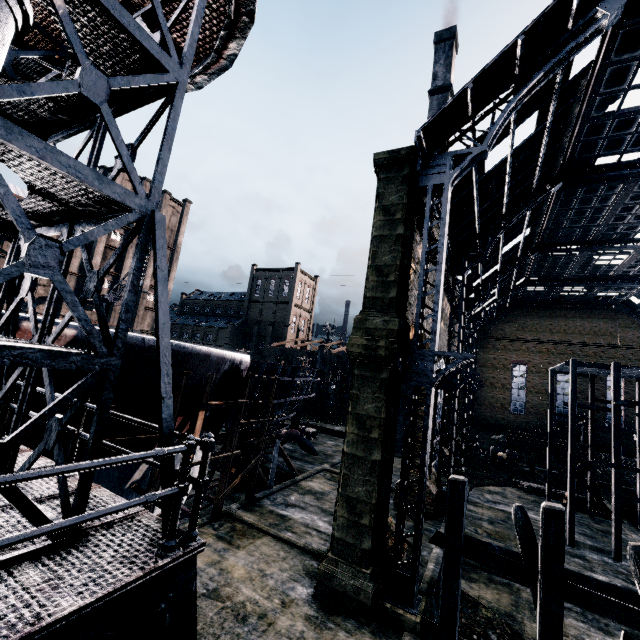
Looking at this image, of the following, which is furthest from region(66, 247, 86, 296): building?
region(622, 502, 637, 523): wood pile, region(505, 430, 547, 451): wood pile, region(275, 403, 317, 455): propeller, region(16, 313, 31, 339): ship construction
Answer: region(622, 502, 637, 523): wood pile

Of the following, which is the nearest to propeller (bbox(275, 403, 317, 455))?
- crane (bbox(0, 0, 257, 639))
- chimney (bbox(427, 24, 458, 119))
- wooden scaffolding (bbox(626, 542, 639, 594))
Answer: wooden scaffolding (bbox(626, 542, 639, 594))

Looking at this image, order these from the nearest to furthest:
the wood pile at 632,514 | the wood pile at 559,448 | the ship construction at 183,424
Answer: the ship construction at 183,424
the wood pile at 632,514
the wood pile at 559,448

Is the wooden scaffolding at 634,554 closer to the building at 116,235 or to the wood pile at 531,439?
the wood pile at 531,439

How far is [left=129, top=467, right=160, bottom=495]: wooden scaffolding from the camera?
12.4m

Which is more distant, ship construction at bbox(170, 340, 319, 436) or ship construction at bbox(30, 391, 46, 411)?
ship construction at bbox(170, 340, 319, 436)

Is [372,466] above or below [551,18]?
below

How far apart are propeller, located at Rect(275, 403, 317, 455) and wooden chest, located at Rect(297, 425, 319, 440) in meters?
7.1 m
